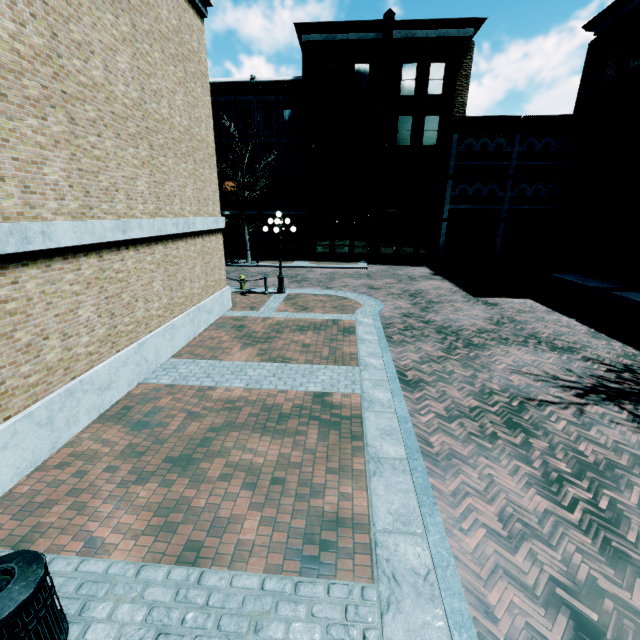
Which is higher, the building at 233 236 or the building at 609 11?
the building at 609 11

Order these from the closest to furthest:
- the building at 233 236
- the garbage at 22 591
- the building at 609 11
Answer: the garbage at 22 591 → the building at 609 11 → the building at 233 236

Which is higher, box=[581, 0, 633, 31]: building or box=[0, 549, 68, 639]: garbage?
box=[581, 0, 633, 31]: building

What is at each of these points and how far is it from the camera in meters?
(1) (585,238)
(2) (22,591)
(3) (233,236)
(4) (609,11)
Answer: (1) building, 20.4 m
(2) garbage, 2.5 m
(3) building, 29.5 m
(4) building, 18.4 m

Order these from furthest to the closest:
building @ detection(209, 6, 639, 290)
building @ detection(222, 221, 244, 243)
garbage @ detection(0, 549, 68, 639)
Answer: building @ detection(222, 221, 244, 243) → building @ detection(209, 6, 639, 290) → garbage @ detection(0, 549, 68, 639)

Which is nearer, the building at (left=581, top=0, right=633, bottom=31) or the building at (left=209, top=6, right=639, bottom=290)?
the building at (left=581, top=0, right=633, bottom=31)
